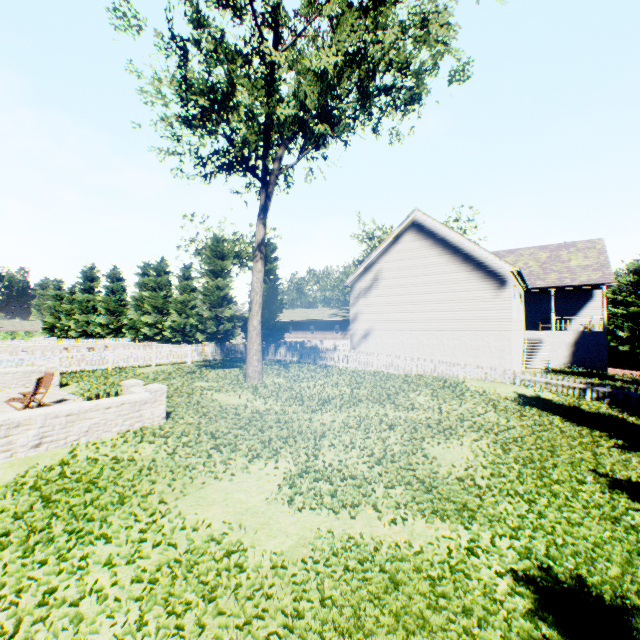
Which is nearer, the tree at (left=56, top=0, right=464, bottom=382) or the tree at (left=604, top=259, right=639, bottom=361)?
the tree at (left=56, top=0, right=464, bottom=382)

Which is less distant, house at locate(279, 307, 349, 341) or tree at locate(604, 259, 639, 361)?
tree at locate(604, 259, 639, 361)

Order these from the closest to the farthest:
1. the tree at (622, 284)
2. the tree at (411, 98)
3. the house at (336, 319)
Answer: the tree at (411, 98)
the tree at (622, 284)
the house at (336, 319)

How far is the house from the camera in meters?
50.9

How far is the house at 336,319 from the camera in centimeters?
5091cm

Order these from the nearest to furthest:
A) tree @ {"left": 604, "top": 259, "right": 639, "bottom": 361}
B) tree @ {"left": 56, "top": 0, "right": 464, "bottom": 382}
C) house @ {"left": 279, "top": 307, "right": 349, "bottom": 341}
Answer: tree @ {"left": 56, "top": 0, "right": 464, "bottom": 382} < tree @ {"left": 604, "top": 259, "right": 639, "bottom": 361} < house @ {"left": 279, "top": 307, "right": 349, "bottom": 341}

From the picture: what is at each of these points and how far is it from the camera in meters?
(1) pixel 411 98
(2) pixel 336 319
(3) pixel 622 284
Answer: (1) tree, 14.4
(2) house, 50.2
(3) tree, 35.6
